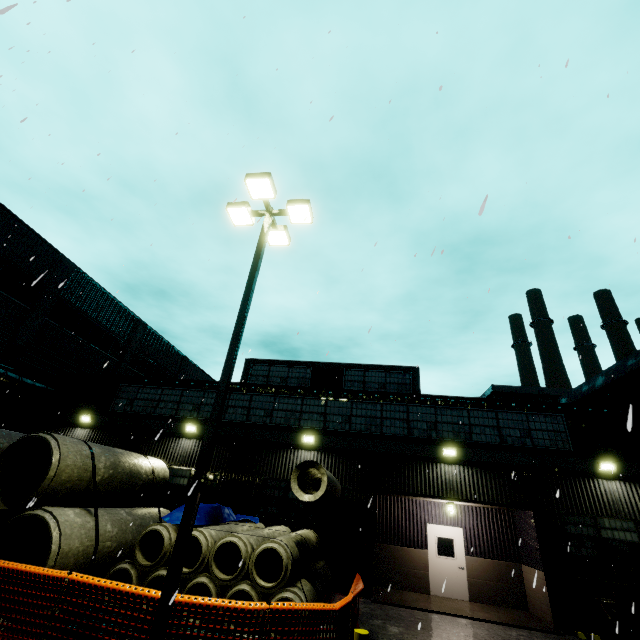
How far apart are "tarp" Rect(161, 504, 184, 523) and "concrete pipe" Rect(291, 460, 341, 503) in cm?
78

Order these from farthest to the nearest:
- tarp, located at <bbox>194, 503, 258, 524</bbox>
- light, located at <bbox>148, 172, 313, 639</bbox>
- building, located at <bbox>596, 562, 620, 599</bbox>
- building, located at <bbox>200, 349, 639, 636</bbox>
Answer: building, located at <bbox>200, 349, 639, 636</bbox>
building, located at <bbox>596, 562, 620, 599</bbox>
tarp, located at <bbox>194, 503, 258, 524</bbox>
light, located at <bbox>148, 172, 313, 639</bbox>

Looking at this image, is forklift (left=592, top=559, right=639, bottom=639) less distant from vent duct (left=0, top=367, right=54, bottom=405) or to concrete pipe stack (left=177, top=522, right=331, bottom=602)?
concrete pipe stack (left=177, top=522, right=331, bottom=602)

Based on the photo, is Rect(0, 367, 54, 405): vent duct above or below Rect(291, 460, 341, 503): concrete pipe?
above

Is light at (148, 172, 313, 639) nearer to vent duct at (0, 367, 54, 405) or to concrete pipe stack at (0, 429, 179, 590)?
concrete pipe stack at (0, 429, 179, 590)

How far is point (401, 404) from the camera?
15.2m

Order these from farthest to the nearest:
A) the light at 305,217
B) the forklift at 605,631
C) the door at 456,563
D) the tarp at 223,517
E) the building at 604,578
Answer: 1. the door at 456,563
2. the building at 604,578
3. the tarp at 223,517
4. the forklift at 605,631
5. the light at 305,217

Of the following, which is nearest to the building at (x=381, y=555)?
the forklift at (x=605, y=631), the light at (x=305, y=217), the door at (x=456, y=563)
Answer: the door at (x=456, y=563)
